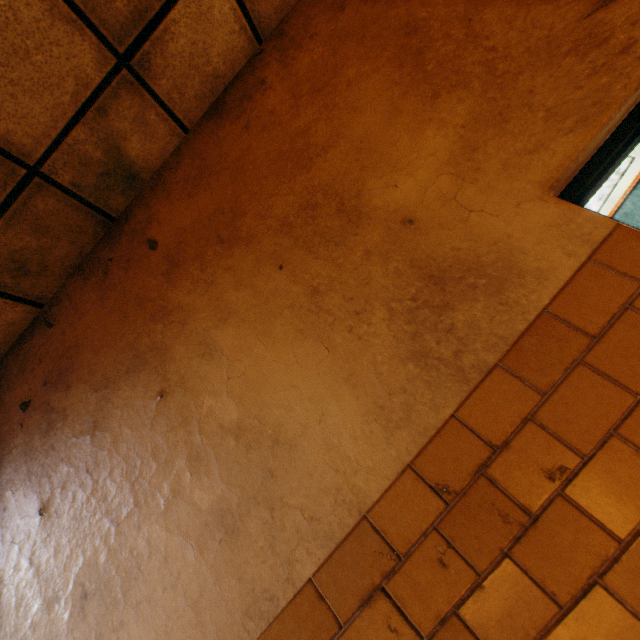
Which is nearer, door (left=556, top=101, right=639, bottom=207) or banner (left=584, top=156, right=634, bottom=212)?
door (left=556, top=101, right=639, bottom=207)

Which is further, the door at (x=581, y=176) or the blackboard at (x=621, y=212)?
the blackboard at (x=621, y=212)

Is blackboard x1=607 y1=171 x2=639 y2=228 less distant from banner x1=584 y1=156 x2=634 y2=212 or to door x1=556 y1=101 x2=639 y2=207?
banner x1=584 y1=156 x2=634 y2=212

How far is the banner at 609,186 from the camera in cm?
349

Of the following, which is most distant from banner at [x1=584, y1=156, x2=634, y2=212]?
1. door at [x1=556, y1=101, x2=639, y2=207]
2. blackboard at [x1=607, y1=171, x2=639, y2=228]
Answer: door at [x1=556, y1=101, x2=639, y2=207]

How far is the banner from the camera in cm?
349

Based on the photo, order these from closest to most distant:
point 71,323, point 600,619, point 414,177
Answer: point 600,619, point 414,177, point 71,323
